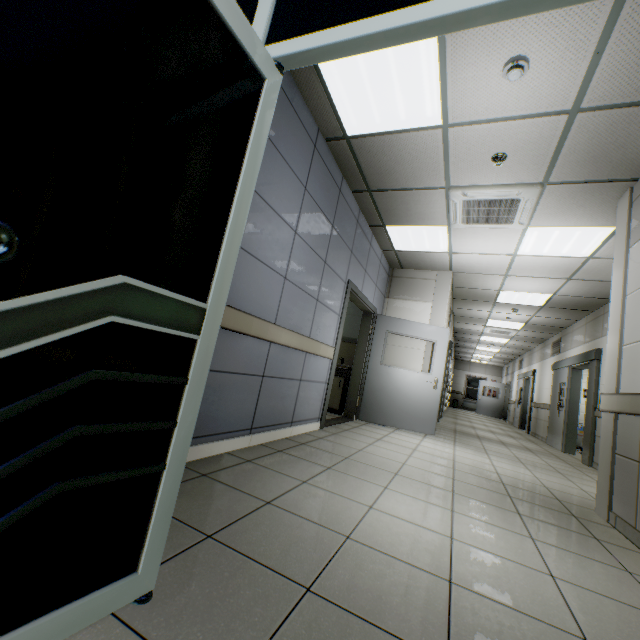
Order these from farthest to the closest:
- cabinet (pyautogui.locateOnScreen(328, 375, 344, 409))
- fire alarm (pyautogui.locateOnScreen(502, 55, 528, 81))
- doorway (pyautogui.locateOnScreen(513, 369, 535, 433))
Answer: doorway (pyautogui.locateOnScreen(513, 369, 535, 433))
cabinet (pyautogui.locateOnScreen(328, 375, 344, 409))
fire alarm (pyautogui.locateOnScreen(502, 55, 528, 81))

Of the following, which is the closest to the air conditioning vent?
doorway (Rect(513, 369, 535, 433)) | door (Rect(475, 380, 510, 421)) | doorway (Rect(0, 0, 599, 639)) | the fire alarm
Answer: the fire alarm

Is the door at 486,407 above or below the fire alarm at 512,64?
below

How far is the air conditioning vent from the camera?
3.7 meters

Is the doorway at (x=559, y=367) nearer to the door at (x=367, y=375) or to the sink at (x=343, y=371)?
the door at (x=367, y=375)

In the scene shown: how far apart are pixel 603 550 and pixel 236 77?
3.5m

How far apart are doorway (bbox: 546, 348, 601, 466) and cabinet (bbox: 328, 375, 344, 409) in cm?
500

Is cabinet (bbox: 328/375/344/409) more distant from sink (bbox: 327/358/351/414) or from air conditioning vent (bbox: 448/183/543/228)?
air conditioning vent (bbox: 448/183/543/228)
